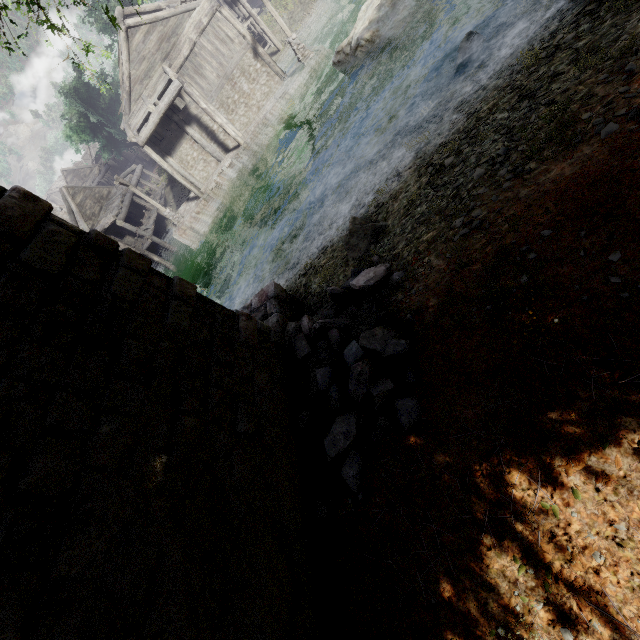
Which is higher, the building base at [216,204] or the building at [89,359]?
the building at [89,359]

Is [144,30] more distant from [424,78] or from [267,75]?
[424,78]

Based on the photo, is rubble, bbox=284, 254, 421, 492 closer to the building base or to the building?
the building

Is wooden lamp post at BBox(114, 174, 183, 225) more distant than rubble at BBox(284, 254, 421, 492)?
Yes

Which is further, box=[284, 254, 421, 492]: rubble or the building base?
the building base

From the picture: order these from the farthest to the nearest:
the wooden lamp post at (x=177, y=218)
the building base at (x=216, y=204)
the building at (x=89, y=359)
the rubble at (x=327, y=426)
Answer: the wooden lamp post at (x=177, y=218)
the building base at (x=216, y=204)
the rubble at (x=327, y=426)
the building at (x=89, y=359)

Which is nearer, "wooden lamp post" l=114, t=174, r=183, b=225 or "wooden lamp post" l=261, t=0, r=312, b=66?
"wooden lamp post" l=261, t=0, r=312, b=66

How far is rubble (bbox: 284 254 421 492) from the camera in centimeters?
468cm
